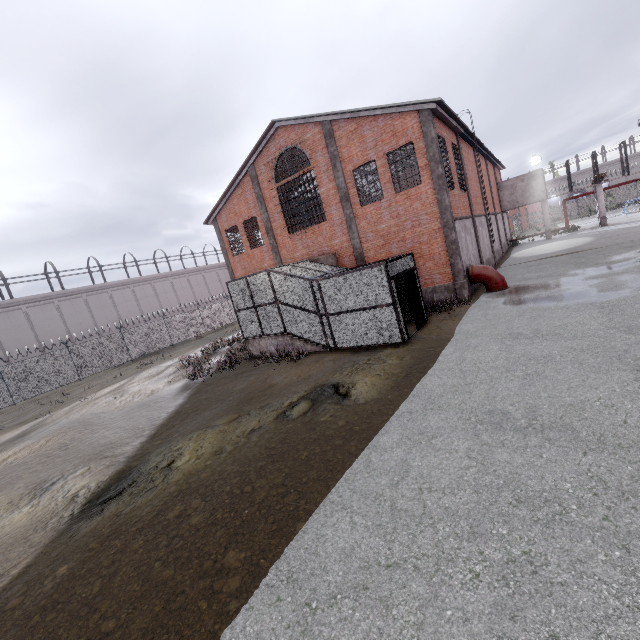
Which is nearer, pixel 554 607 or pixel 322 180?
pixel 554 607

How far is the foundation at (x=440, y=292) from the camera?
16.0 meters

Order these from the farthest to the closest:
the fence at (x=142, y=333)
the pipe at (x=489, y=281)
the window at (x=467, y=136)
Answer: the fence at (x=142, y=333) < the window at (x=467, y=136) < the pipe at (x=489, y=281)

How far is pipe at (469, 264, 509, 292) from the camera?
15.84m

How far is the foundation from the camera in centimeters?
1600cm

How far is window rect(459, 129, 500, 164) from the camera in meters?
19.7

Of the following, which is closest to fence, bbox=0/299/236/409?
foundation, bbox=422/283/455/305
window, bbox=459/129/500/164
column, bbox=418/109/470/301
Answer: window, bbox=459/129/500/164

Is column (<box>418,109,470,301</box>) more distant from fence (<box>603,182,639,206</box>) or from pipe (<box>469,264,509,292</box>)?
fence (<box>603,182,639,206</box>)
